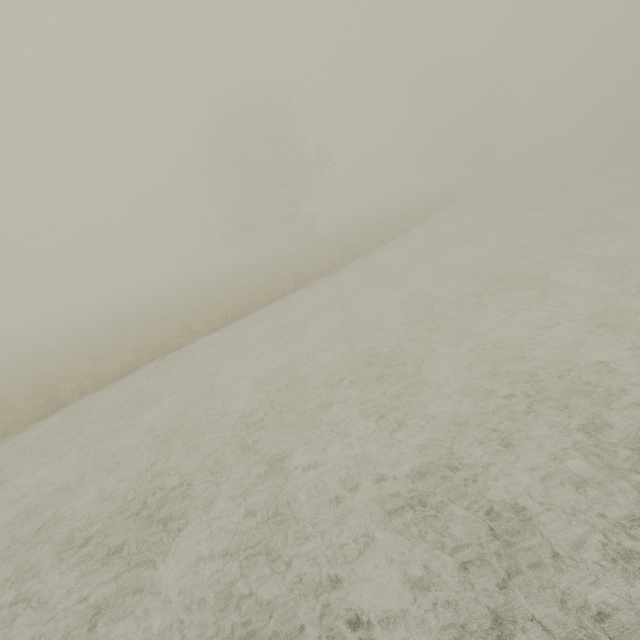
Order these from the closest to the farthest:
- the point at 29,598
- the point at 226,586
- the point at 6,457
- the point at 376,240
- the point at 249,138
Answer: the point at 226,586
the point at 29,598
the point at 6,457
the point at 376,240
the point at 249,138
